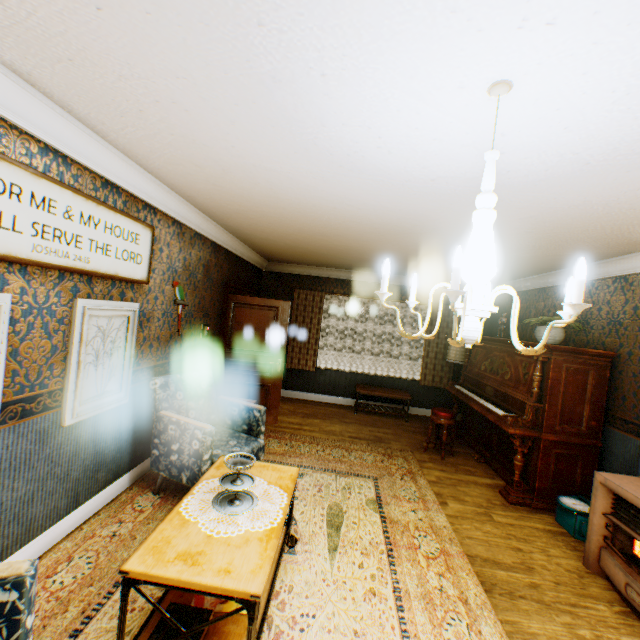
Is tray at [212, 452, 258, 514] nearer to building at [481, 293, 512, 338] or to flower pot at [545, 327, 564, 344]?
building at [481, 293, 512, 338]

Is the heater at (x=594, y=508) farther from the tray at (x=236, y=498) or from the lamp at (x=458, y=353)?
the lamp at (x=458, y=353)

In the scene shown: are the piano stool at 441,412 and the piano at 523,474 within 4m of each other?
yes

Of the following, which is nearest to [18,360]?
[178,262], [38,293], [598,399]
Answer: [38,293]

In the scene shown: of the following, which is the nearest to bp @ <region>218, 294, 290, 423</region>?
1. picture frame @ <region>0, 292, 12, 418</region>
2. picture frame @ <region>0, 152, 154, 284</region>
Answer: picture frame @ <region>0, 152, 154, 284</region>

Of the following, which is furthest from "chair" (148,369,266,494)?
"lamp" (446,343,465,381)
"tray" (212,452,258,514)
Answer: "lamp" (446,343,465,381)

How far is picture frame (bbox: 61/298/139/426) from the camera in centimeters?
250cm

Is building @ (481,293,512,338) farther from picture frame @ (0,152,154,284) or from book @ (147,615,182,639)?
book @ (147,615,182,639)
